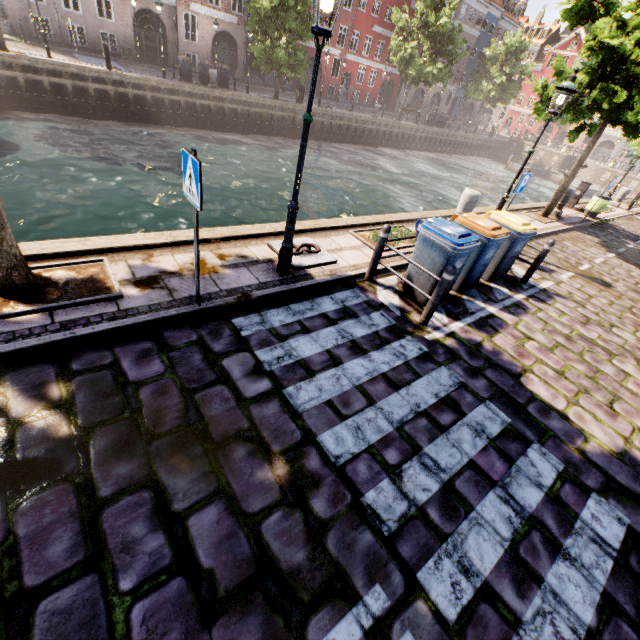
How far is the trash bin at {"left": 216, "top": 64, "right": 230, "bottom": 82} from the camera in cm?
2334

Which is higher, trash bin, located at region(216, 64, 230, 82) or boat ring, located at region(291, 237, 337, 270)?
trash bin, located at region(216, 64, 230, 82)

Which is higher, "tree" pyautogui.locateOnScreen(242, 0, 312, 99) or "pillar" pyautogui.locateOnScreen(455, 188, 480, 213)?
"tree" pyautogui.locateOnScreen(242, 0, 312, 99)

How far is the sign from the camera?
3.2 meters

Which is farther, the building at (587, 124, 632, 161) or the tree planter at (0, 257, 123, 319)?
the building at (587, 124, 632, 161)

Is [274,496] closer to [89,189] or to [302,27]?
[89,189]

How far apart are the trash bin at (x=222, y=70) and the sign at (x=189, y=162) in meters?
26.4

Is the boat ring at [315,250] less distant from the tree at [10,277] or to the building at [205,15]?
the tree at [10,277]
